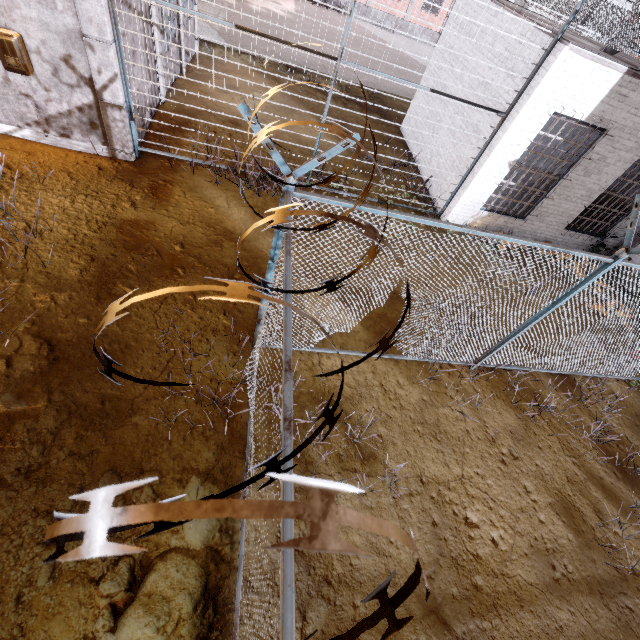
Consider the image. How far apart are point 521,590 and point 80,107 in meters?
11.1

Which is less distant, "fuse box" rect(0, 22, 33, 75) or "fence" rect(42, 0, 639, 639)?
"fence" rect(42, 0, 639, 639)

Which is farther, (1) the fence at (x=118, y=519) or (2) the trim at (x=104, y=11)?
(2) the trim at (x=104, y=11)

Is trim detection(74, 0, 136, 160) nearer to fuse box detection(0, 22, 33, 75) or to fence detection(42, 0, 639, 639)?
fence detection(42, 0, 639, 639)

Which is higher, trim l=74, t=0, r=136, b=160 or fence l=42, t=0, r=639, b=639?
fence l=42, t=0, r=639, b=639

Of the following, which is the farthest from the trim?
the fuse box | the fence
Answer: the fuse box

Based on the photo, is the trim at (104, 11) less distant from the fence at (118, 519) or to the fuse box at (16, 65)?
the fence at (118, 519)
